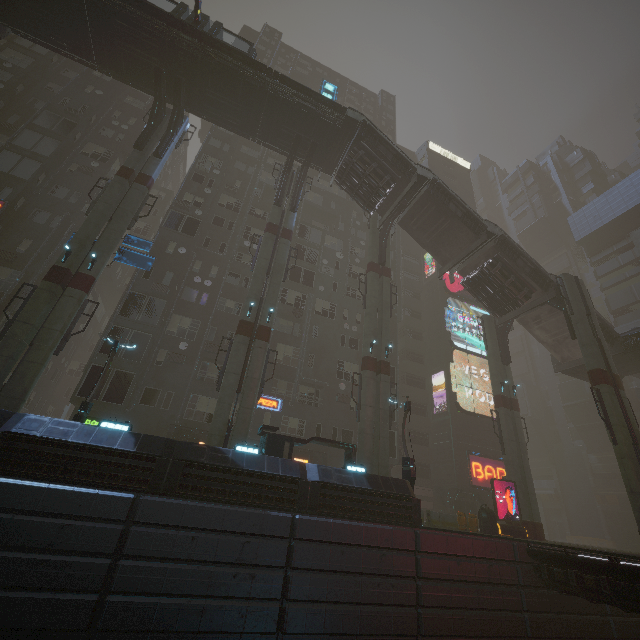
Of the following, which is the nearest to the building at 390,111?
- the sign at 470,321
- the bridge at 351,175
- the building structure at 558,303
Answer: the sign at 470,321

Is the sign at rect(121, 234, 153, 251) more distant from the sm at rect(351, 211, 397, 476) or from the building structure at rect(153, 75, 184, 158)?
the sm at rect(351, 211, 397, 476)

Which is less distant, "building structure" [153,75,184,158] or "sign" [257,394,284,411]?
"building structure" [153,75,184,158]

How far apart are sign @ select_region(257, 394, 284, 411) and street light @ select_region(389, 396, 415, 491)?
10.3 meters

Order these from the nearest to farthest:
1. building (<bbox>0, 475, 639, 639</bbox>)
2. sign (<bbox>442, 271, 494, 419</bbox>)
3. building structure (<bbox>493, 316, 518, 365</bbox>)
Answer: building (<bbox>0, 475, 639, 639</bbox>) → building structure (<bbox>493, 316, 518, 365</bbox>) → sign (<bbox>442, 271, 494, 419</bbox>)

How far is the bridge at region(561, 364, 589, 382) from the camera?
28.6 meters

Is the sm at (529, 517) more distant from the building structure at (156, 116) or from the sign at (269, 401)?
the building structure at (156, 116)

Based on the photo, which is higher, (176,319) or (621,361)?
(621,361)
